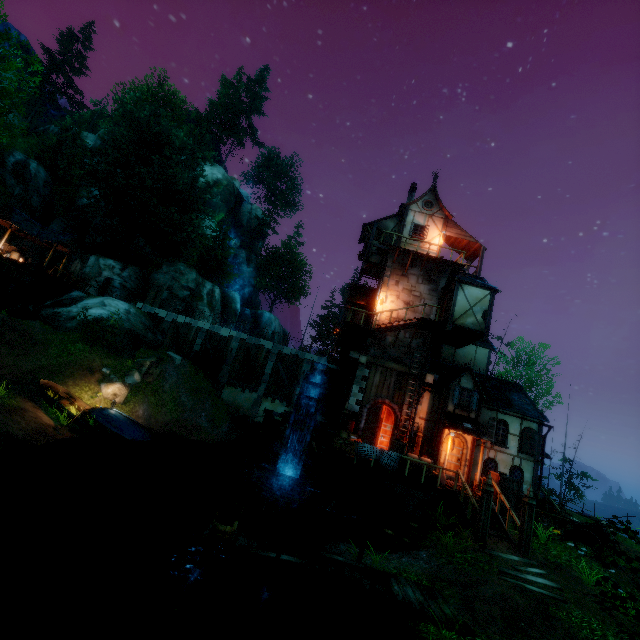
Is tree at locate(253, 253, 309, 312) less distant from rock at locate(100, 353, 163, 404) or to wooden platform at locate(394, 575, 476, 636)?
wooden platform at locate(394, 575, 476, 636)

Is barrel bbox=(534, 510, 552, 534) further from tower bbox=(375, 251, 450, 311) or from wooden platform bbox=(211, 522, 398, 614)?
wooden platform bbox=(211, 522, 398, 614)

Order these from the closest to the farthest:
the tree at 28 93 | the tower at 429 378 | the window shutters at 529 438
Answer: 1. the tree at 28 93
2. the window shutters at 529 438
3. the tower at 429 378

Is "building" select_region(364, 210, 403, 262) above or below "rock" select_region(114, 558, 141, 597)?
above

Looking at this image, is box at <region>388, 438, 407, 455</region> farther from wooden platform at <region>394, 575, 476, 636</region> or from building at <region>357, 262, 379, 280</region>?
wooden platform at <region>394, 575, 476, 636</region>

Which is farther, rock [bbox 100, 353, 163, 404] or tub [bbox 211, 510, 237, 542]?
rock [bbox 100, 353, 163, 404]

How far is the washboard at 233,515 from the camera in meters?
8.8

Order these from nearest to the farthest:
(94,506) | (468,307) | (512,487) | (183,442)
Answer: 1. (94,506)
2. (512,487)
3. (468,307)
4. (183,442)
